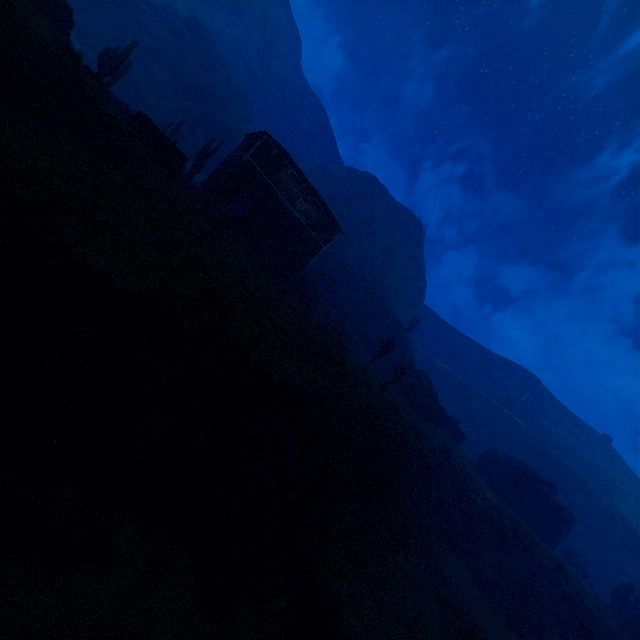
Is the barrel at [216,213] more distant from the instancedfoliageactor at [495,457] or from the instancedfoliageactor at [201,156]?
the instancedfoliageactor at [495,457]

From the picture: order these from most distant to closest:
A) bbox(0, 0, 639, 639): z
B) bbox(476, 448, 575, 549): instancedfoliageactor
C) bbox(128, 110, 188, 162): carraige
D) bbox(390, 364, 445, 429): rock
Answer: bbox(390, 364, 445, 429): rock, bbox(476, 448, 575, 549): instancedfoliageactor, bbox(128, 110, 188, 162): carraige, bbox(0, 0, 639, 639): z

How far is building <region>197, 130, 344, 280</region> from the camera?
24.0 meters

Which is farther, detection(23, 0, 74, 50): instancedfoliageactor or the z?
detection(23, 0, 74, 50): instancedfoliageactor

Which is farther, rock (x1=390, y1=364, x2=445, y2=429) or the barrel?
rock (x1=390, y1=364, x2=445, y2=429)

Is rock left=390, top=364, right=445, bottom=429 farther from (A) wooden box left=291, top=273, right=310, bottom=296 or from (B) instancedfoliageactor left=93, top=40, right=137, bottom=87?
(B) instancedfoliageactor left=93, top=40, right=137, bottom=87

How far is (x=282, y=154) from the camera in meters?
24.5 m

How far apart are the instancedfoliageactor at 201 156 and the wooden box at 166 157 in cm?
938
